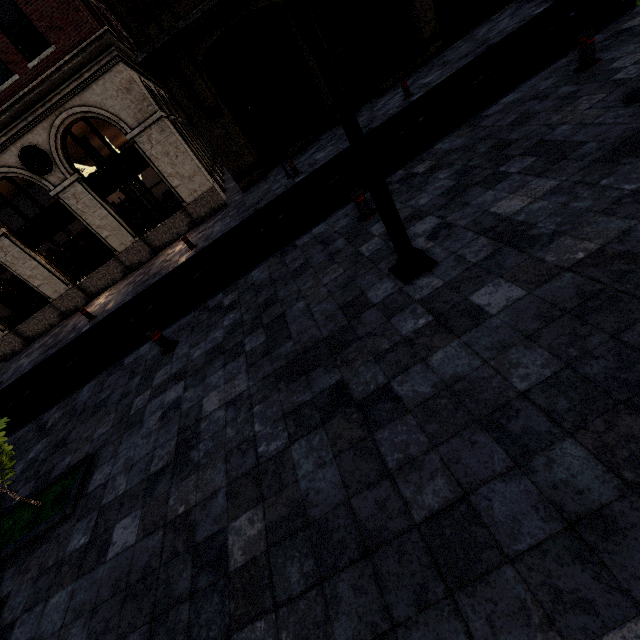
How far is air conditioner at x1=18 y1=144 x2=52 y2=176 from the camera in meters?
12.3 m

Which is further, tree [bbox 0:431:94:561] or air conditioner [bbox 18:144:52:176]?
air conditioner [bbox 18:144:52:176]

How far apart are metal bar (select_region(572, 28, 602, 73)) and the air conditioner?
16.77m

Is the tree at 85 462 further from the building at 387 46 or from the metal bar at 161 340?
the building at 387 46

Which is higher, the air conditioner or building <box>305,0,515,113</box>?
the air conditioner

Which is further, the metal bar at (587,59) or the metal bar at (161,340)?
the metal bar at (161,340)

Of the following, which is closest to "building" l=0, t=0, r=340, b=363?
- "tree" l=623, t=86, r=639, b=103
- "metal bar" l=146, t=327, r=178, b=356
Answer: "metal bar" l=146, t=327, r=178, b=356

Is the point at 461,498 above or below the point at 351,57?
below
